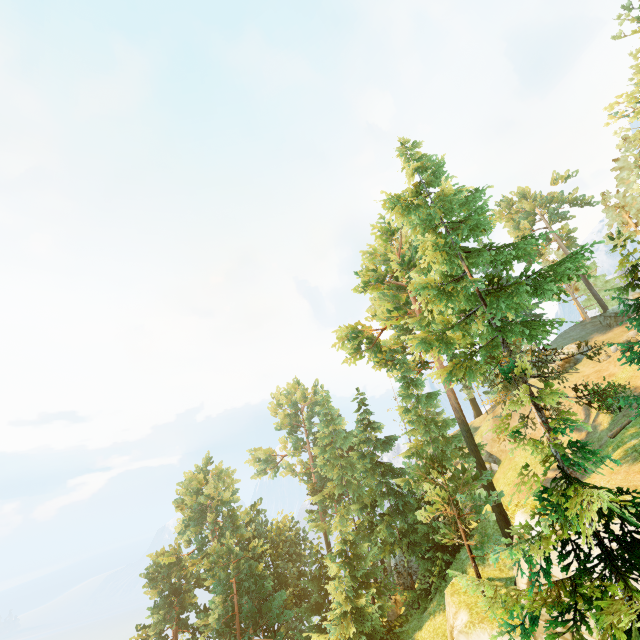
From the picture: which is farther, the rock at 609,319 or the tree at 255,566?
the rock at 609,319

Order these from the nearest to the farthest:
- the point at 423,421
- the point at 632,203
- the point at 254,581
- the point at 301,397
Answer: the point at 423,421 → the point at 254,581 → the point at 632,203 → the point at 301,397

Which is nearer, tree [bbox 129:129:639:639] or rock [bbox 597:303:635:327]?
tree [bbox 129:129:639:639]
